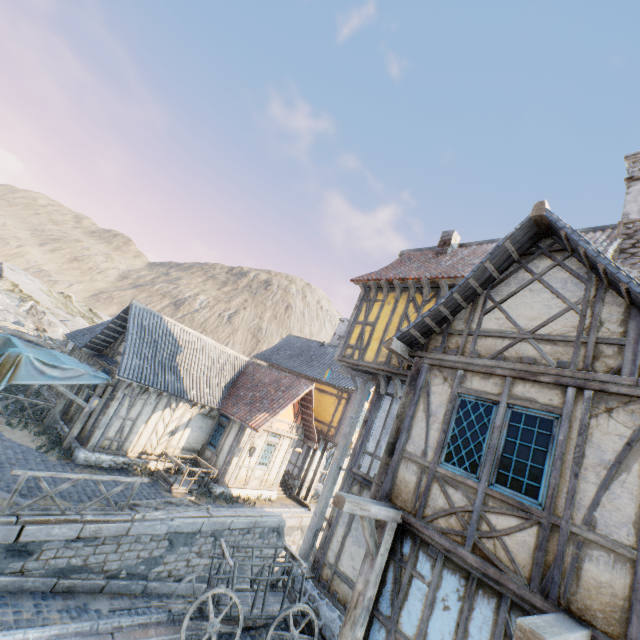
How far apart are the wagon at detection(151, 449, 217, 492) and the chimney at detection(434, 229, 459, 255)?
12.9 meters

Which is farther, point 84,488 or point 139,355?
point 139,355

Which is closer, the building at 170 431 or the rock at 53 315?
the building at 170 431

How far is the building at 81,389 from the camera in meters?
14.2

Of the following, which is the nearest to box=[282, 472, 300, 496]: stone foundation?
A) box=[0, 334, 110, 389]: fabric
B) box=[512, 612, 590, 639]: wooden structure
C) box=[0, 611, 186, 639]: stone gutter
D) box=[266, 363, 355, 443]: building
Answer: box=[266, 363, 355, 443]: building

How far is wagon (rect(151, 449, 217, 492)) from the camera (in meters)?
13.00

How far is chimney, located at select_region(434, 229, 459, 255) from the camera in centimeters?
1202cm

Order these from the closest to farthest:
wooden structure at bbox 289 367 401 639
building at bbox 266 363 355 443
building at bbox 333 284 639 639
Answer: building at bbox 333 284 639 639 < wooden structure at bbox 289 367 401 639 < building at bbox 266 363 355 443
